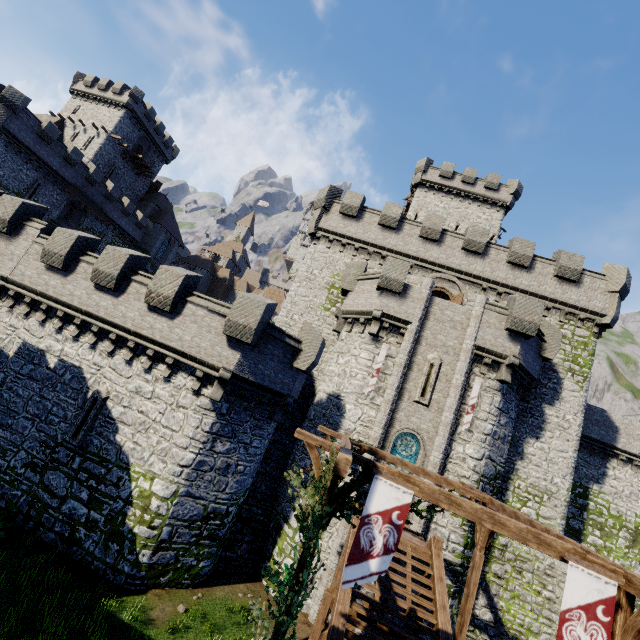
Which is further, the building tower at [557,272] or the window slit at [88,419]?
the building tower at [557,272]

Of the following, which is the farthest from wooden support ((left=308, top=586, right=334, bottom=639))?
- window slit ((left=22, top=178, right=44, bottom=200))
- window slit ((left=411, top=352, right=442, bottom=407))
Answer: window slit ((left=22, top=178, right=44, bottom=200))

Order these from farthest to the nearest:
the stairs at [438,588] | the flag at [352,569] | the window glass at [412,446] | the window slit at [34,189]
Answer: the window slit at [34,189], the window glass at [412,446], the stairs at [438,588], the flag at [352,569]

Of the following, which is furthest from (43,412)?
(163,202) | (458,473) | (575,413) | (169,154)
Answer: (169,154)

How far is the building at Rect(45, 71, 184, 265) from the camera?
44.00m

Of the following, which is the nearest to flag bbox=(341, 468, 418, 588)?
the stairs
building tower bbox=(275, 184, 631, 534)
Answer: the stairs

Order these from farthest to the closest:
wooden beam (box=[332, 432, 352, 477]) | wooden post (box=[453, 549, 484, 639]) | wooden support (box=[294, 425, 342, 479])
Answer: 1. wooden post (box=[453, 549, 484, 639])
2. wooden support (box=[294, 425, 342, 479])
3. wooden beam (box=[332, 432, 352, 477])

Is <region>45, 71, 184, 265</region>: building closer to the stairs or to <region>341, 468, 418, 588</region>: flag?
the stairs
